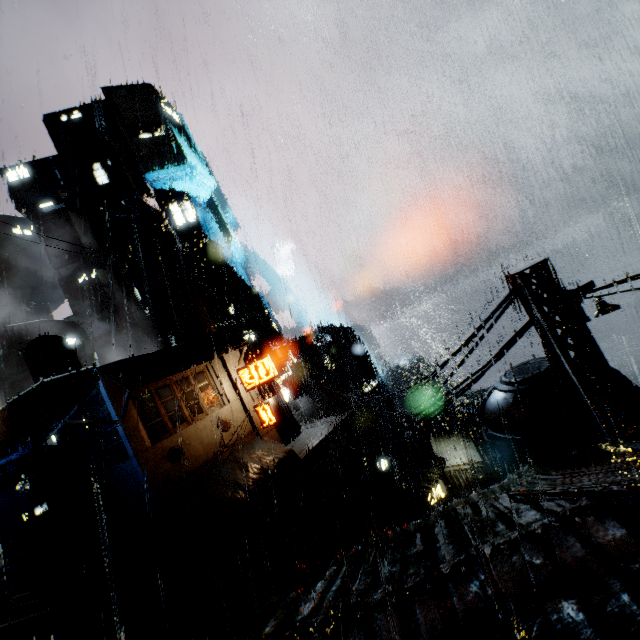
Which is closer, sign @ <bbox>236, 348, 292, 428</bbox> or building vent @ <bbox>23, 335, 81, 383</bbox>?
sign @ <bbox>236, 348, 292, 428</bbox>

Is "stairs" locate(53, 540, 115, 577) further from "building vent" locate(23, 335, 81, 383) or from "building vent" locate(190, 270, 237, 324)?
"building vent" locate(190, 270, 237, 324)

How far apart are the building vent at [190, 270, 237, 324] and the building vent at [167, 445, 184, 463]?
26.58m

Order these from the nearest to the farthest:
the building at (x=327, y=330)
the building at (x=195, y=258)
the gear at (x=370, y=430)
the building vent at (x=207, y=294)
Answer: the building at (x=195, y=258) → the building at (x=327, y=330) → the gear at (x=370, y=430) → the building vent at (x=207, y=294)

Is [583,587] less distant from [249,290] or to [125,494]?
[125,494]

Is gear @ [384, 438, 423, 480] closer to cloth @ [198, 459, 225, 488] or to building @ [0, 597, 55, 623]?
building @ [0, 597, 55, 623]

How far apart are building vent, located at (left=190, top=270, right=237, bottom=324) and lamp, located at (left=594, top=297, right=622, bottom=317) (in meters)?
41.48

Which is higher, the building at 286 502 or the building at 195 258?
the building at 195 258
